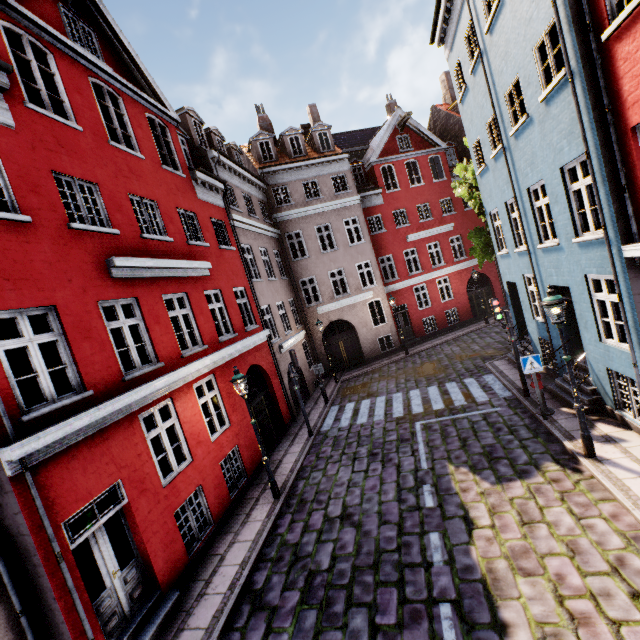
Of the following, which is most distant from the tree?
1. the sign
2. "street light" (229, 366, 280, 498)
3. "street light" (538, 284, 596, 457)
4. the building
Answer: "street light" (229, 366, 280, 498)

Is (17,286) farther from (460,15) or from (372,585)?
(460,15)

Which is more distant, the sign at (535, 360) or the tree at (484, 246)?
the tree at (484, 246)

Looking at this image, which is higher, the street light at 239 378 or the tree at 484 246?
the tree at 484 246

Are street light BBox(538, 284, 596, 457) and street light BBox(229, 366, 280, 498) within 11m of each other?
yes

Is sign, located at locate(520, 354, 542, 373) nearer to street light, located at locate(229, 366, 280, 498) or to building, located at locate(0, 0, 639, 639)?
building, located at locate(0, 0, 639, 639)

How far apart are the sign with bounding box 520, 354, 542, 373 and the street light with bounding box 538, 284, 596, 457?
1.77m

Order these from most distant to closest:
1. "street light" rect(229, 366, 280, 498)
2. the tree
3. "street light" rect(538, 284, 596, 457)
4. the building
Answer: the tree < "street light" rect(229, 366, 280, 498) < "street light" rect(538, 284, 596, 457) < the building
